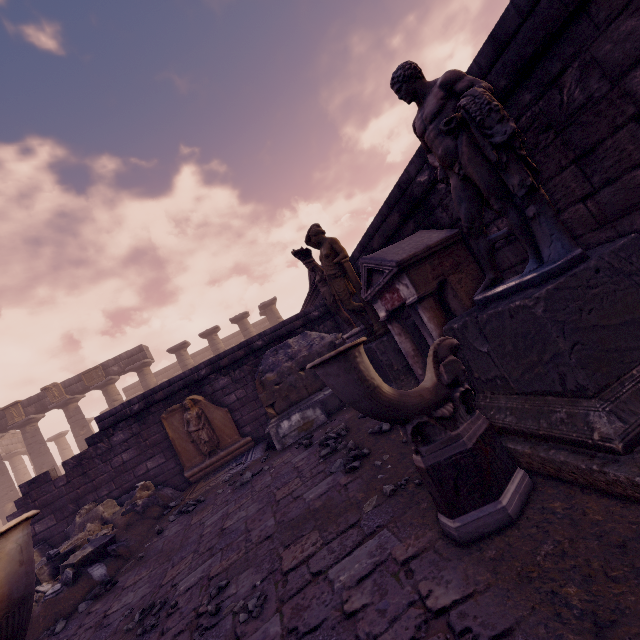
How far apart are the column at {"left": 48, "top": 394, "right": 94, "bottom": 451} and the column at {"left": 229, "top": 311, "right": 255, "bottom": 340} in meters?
10.0

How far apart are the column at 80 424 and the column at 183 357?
5.6m

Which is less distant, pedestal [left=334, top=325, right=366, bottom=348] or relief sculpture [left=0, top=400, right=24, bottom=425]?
pedestal [left=334, top=325, right=366, bottom=348]

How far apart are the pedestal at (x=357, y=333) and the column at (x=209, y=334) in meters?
15.4 m

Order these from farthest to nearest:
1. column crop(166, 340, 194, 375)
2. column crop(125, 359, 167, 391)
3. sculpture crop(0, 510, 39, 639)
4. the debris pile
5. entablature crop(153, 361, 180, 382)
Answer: entablature crop(153, 361, 180, 382)
column crop(166, 340, 194, 375)
column crop(125, 359, 167, 391)
the debris pile
sculpture crop(0, 510, 39, 639)

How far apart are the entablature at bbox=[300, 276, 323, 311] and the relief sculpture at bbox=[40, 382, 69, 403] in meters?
15.8 m

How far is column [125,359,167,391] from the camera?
19.9 meters

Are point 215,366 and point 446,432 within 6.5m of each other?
no
